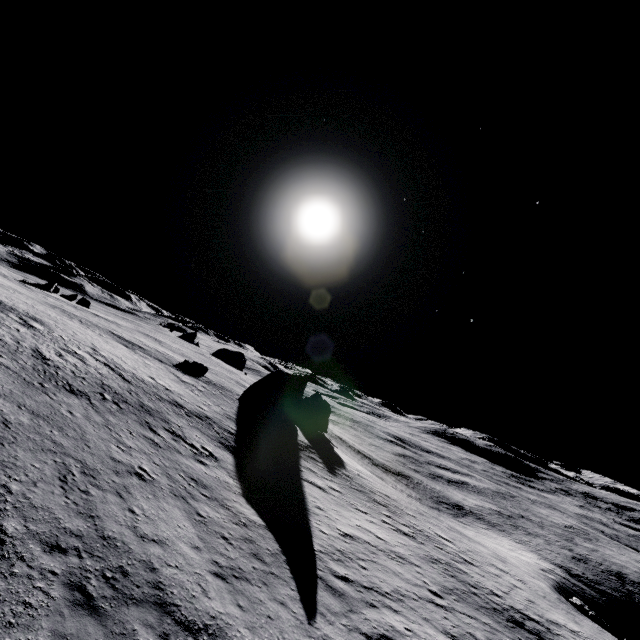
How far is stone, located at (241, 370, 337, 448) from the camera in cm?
3912

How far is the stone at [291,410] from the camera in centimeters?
3912cm

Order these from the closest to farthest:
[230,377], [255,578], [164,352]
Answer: [255,578] < [164,352] < [230,377]
